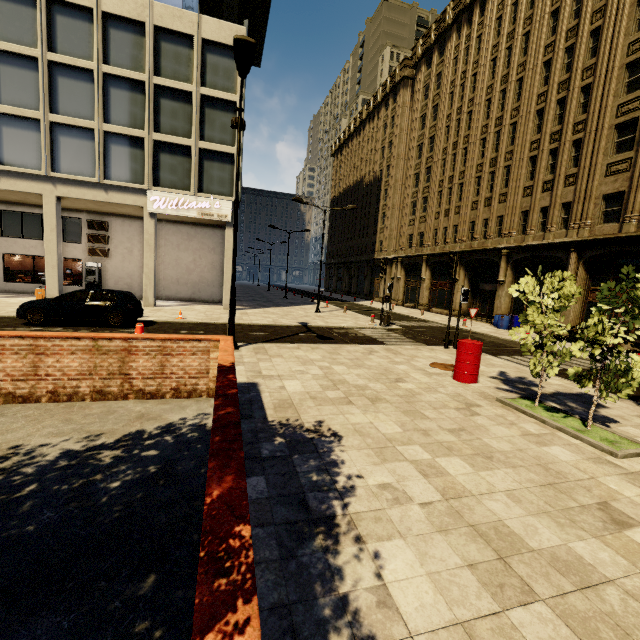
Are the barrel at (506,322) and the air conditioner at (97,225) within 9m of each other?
no

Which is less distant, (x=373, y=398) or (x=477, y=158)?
(x=373, y=398)

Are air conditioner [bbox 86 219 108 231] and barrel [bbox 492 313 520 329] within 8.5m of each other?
no

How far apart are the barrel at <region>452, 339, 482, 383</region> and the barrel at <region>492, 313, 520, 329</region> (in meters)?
15.27

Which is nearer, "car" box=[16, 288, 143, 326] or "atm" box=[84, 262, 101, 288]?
"car" box=[16, 288, 143, 326]

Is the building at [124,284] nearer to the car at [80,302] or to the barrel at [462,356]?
the car at [80,302]

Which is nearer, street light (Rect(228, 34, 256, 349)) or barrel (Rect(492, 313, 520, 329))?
street light (Rect(228, 34, 256, 349))

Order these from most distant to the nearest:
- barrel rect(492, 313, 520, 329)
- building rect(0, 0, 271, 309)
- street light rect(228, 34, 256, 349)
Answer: barrel rect(492, 313, 520, 329) < building rect(0, 0, 271, 309) < street light rect(228, 34, 256, 349)
